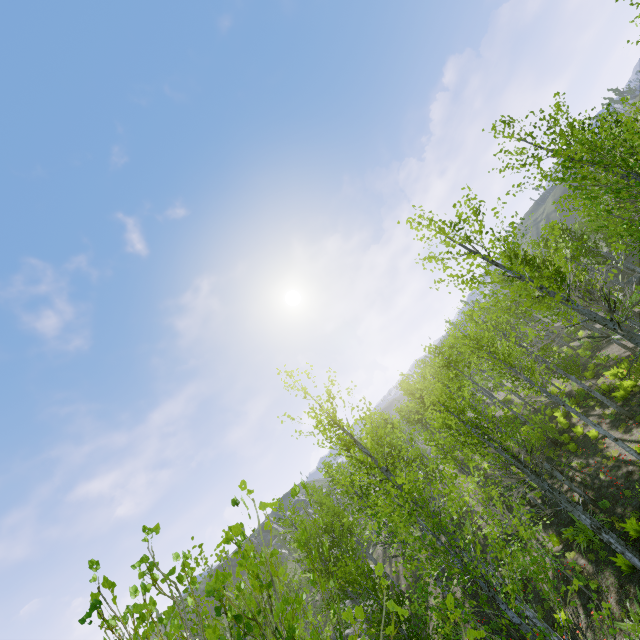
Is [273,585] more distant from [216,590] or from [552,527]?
[552,527]
